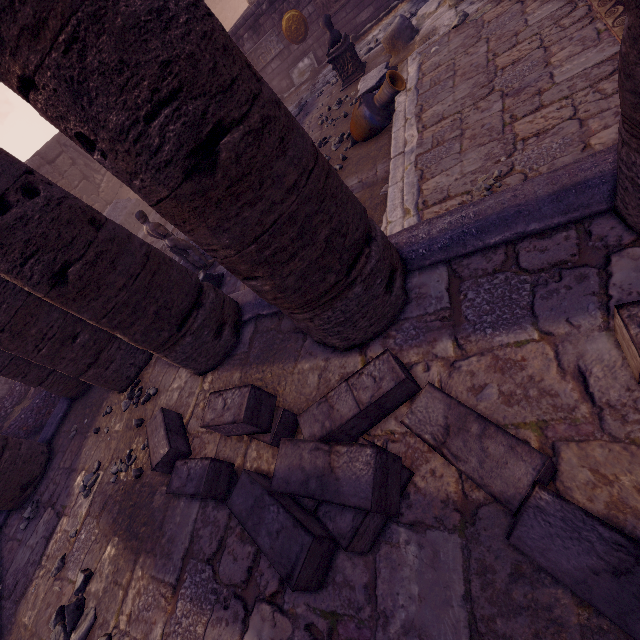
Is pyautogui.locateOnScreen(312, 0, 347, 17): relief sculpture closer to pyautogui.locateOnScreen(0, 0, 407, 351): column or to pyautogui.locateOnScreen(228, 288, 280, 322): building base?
pyautogui.locateOnScreen(228, 288, 280, 322): building base

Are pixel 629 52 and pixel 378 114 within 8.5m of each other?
yes

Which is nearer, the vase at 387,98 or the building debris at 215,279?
the vase at 387,98

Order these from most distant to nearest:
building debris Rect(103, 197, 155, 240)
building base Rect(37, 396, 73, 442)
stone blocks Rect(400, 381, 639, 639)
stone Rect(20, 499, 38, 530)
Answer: building debris Rect(103, 197, 155, 240)
building base Rect(37, 396, 73, 442)
stone Rect(20, 499, 38, 530)
stone blocks Rect(400, 381, 639, 639)

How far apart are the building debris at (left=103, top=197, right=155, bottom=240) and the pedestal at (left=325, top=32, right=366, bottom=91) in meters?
10.8 m

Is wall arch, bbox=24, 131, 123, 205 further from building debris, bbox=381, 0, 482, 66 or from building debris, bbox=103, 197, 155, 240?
building debris, bbox=381, 0, 482, 66

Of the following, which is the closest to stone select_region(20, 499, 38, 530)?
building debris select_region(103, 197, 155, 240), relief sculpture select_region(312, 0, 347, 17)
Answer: building debris select_region(103, 197, 155, 240)

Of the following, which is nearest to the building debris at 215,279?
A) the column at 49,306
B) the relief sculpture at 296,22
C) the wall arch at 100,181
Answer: the column at 49,306
